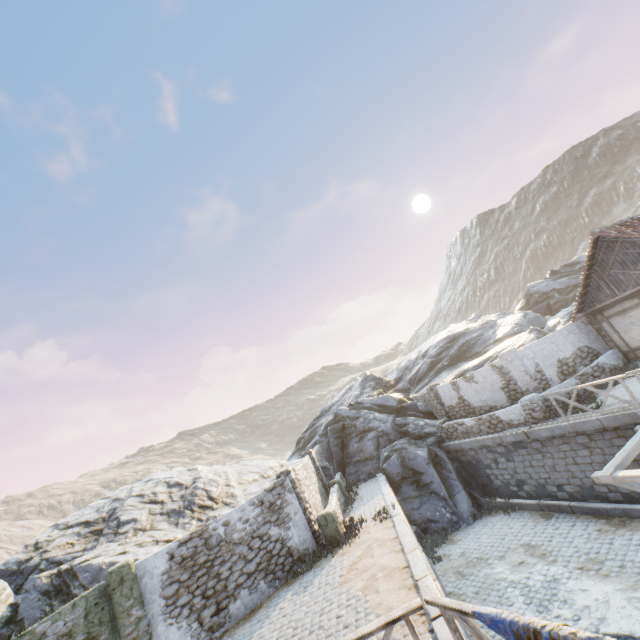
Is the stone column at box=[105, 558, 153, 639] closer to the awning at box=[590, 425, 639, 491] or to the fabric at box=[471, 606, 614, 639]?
the fabric at box=[471, 606, 614, 639]

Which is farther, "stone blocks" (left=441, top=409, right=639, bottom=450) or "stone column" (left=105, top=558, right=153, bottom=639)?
"stone blocks" (left=441, top=409, right=639, bottom=450)

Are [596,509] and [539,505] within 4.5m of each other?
yes

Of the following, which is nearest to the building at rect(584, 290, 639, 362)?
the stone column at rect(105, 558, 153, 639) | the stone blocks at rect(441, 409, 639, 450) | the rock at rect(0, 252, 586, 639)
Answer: the stone blocks at rect(441, 409, 639, 450)

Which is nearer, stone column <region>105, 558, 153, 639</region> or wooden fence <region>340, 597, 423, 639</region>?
wooden fence <region>340, 597, 423, 639</region>

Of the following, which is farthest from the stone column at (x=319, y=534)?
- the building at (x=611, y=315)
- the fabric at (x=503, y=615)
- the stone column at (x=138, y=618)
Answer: the building at (x=611, y=315)

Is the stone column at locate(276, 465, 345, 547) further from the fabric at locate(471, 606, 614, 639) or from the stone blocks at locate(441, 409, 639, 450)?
the fabric at locate(471, 606, 614, 639)

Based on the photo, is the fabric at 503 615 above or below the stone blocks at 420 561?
above
